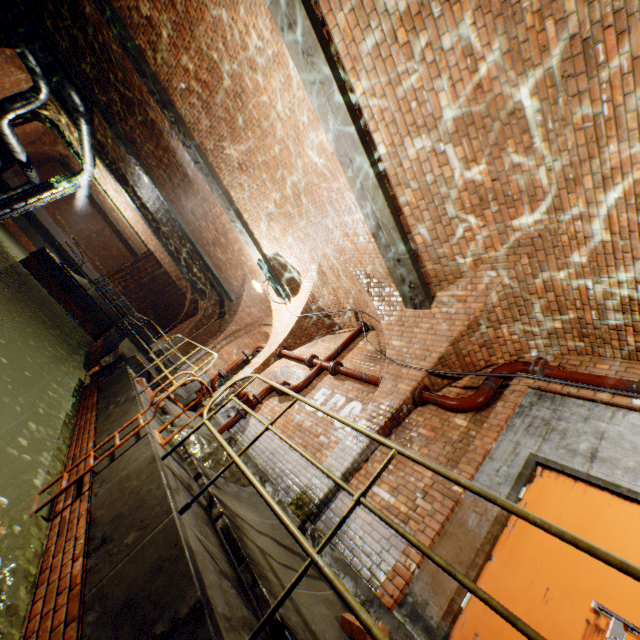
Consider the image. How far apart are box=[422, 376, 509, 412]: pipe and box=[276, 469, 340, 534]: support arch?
0.10m

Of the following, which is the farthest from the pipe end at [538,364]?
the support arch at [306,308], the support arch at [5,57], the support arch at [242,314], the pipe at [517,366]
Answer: the support arch at [5,57]

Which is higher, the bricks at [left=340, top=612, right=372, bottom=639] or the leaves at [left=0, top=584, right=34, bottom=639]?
the bricks at [left=340, top=612, right=372, bottom=639]

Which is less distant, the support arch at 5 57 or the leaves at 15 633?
the leaves at 15 633

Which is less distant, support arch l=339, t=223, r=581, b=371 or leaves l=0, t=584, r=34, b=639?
leaves l=0, t=584, r=34, b=639

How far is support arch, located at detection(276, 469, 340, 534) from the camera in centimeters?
436cm

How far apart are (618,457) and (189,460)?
5.1m
